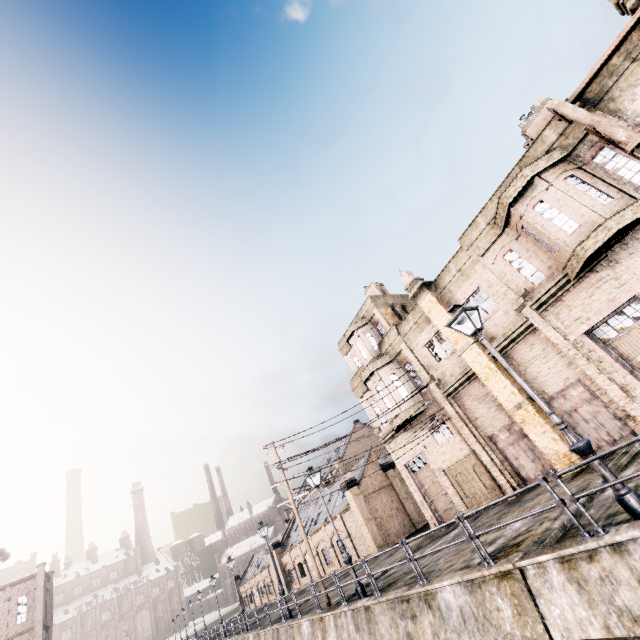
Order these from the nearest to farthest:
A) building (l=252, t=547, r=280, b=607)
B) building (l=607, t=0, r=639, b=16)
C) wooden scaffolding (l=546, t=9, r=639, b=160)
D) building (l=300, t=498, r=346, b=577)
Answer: wooden scaffolding (l=546, t=9, r=639, b=160), building (l=607, t=0, r=639, b=16), building (l=300, t=498, r=346, b=577), building (l=252, t=547, r=280, b=607)

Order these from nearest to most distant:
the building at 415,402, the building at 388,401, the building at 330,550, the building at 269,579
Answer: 1. the building at 415,402
2. the building at 388,401
3. the building at 330,550
4. the building at 269,579

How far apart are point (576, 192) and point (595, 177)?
1.2m

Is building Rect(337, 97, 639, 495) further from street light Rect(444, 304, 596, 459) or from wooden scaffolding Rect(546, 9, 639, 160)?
street light Rect(444, 304, 596, 459)

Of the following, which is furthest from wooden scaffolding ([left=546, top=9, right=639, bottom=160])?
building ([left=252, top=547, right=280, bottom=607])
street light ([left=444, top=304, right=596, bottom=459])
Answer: building ([left=252, top=547, right=280, bottom=607])

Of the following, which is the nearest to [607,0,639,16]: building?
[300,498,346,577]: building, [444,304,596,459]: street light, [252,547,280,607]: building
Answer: [444,304,596,459]: street light

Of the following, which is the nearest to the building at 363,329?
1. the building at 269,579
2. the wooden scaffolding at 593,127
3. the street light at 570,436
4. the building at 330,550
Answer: the wooden scaffolding at 593,127

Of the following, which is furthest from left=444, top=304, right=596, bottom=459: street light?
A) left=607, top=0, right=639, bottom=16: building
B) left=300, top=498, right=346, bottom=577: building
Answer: left=300, top=498, right=346, bottom=577: building
